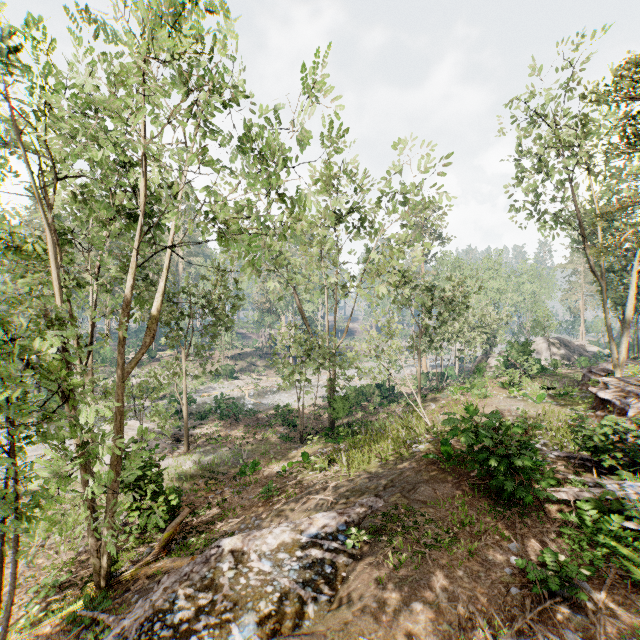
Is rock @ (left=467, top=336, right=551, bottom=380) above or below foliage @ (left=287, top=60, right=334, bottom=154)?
below

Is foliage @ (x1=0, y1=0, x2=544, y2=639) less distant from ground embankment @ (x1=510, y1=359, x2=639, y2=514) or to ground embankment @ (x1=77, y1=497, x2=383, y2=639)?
ground embankment @ (x1=77, y1=497, x2=383, y2=639)

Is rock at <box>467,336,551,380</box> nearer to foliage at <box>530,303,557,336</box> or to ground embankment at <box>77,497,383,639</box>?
foliage at <box>530,303,557,336</box>

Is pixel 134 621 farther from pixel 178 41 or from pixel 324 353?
pixel 324 353

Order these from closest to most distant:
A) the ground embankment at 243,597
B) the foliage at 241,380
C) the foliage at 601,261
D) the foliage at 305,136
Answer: the ground embankment at 243,597
the foliage at 305,136
the foliage at 601,261
the foliage at 241,380

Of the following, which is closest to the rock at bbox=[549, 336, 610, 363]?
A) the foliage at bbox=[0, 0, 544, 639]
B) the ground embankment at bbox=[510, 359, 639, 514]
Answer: the foliage at bbox=[0, 0, 544, 639]

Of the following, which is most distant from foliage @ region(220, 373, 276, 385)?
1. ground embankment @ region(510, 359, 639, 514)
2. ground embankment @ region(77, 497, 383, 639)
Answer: ground embankment @ region(510, 359, 639, 514)

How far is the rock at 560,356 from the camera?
37.1 meters
